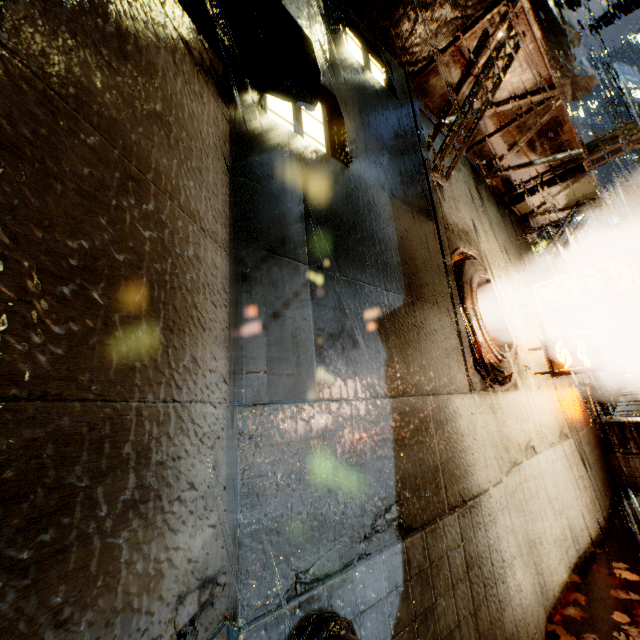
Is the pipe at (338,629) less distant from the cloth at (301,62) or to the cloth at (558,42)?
the cloth at (301,62)

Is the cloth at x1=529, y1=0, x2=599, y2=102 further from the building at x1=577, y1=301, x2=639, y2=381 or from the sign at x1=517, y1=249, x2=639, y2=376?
the sign at x1=517, y1=249, x2=639, y2=376

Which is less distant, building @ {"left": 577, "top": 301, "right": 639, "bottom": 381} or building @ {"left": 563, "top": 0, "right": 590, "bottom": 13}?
building @ {"left": 577, "top": 301, "right": 639, "bottom": 381}

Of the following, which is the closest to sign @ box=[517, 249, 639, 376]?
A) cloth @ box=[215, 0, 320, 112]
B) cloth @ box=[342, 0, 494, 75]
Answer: cloth @ box=[342, 0, 494, 75]

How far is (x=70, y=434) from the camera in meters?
1.1

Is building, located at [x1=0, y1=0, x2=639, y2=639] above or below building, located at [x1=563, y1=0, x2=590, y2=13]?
below

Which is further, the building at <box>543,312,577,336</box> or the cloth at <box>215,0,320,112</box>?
the building at <box>543,312,577,336</box>

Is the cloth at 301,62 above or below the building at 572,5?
below
